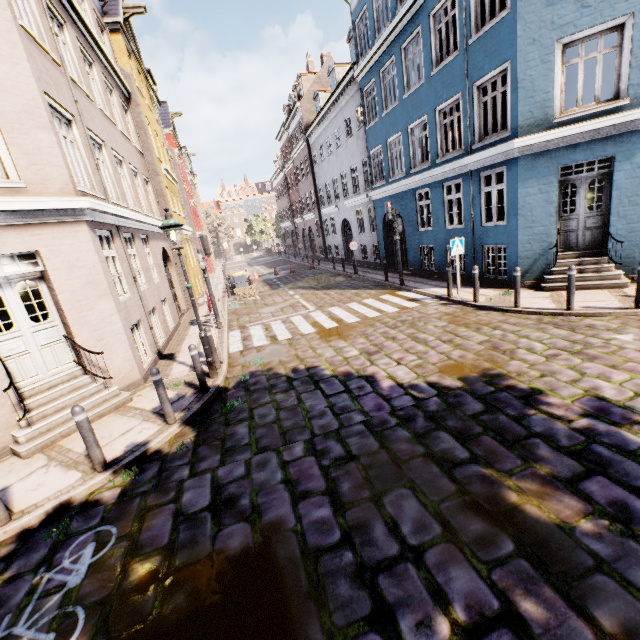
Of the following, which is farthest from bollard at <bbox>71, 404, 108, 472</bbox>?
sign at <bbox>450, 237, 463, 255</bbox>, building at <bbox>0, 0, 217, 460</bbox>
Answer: sign at <bbox>450, 237, 463, 255</bbox>

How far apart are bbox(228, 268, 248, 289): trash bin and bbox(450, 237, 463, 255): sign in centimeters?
1252cm

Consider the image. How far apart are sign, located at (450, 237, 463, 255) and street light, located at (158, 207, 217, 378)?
7.67m

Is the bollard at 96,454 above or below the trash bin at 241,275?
below

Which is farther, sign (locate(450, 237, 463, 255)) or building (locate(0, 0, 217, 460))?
sign (locate(450, 237, 463, 255))

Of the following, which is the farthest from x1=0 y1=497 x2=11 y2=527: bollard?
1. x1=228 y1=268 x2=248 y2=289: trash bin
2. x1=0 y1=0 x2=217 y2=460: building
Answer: x1=228 y1=268 x2=248 y2=289: trash bin

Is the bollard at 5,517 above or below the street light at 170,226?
below

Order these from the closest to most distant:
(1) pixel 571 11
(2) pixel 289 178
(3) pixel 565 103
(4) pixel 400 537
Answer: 1. (4) pixel 400 537
2. (1) pixel 571 11
3. (3) pixel 565 103
4. (2) pixel 289 178
